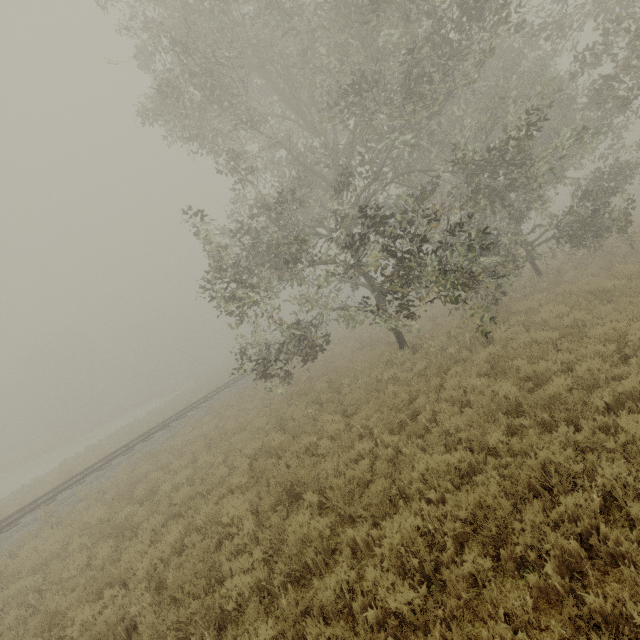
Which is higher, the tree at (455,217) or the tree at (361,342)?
the tree at (455,217)

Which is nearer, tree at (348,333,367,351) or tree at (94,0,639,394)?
tree at (94,0,639,394)

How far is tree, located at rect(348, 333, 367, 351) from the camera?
18.13m

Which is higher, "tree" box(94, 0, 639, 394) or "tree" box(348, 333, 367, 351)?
"tree" box(94, 0, 639, 394)

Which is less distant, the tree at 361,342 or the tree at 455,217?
the tree at 455,217

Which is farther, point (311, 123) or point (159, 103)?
point (311, 123)
